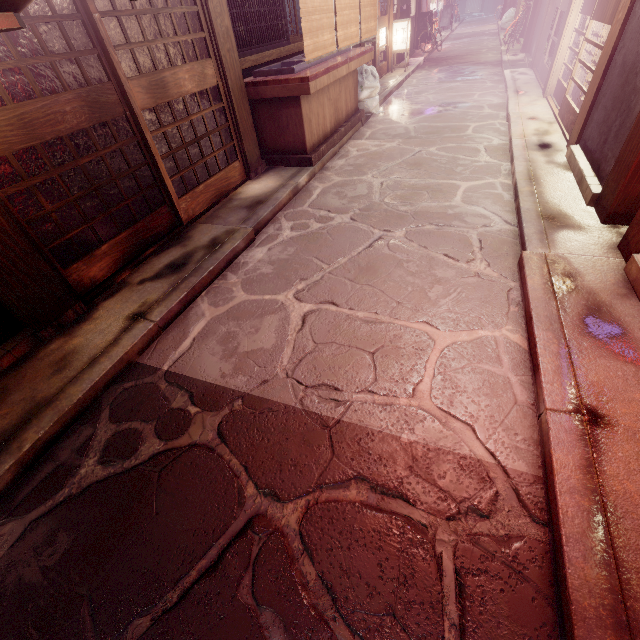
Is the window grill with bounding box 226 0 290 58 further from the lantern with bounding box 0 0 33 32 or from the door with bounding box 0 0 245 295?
the lantern with bounding box 0 0 33 32

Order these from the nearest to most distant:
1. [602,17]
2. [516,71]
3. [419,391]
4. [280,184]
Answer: [419,391] < [602,17] < [280,184] < [516,71]

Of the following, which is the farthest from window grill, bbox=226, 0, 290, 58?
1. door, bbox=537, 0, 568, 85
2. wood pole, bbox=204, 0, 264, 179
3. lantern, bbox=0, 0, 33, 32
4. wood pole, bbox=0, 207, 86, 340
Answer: door, bbox=537, 0, 568, 85

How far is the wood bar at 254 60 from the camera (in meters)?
9.13

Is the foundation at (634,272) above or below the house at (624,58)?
below

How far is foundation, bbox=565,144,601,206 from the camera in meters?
6.6 m

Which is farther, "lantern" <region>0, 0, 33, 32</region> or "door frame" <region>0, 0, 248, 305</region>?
"door frame" <region>0, 0, 248, 305</region>

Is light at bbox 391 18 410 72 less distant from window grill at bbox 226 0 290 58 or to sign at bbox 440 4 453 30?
window grill at bbox 226 0 290 58
